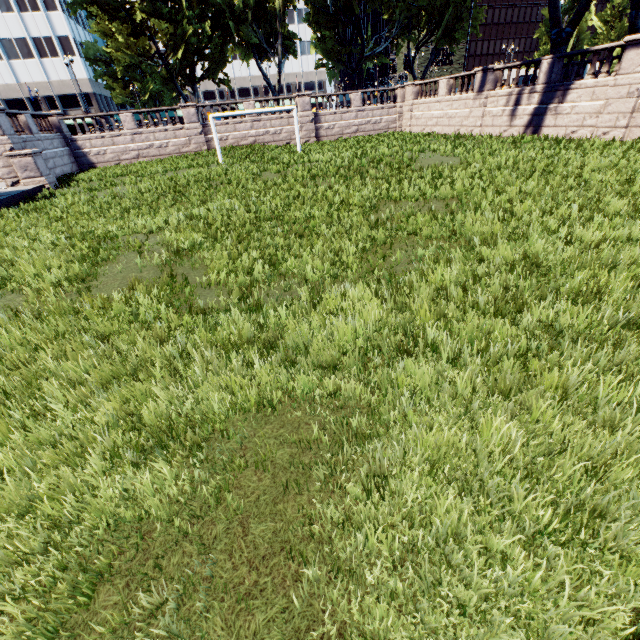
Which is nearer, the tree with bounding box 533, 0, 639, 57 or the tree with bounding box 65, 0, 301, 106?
the tree with bounding box 533, 0, 639, 57

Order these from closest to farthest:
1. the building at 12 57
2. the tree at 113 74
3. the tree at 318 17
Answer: the tree at 113 74, the tree at 318 17, the building at 12 57

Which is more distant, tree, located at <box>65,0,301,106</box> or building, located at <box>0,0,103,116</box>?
building, located at <box>0,0,103,116</box>

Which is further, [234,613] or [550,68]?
[550,68]

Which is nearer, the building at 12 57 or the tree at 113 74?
the tree at 113 74

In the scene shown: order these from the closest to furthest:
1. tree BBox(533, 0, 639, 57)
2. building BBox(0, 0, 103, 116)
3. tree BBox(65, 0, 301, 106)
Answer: tree BBox(533, 0, 639, 57), tree BBox(65, 0, 301, 106), building BBox(0, 0, 103, 116)
